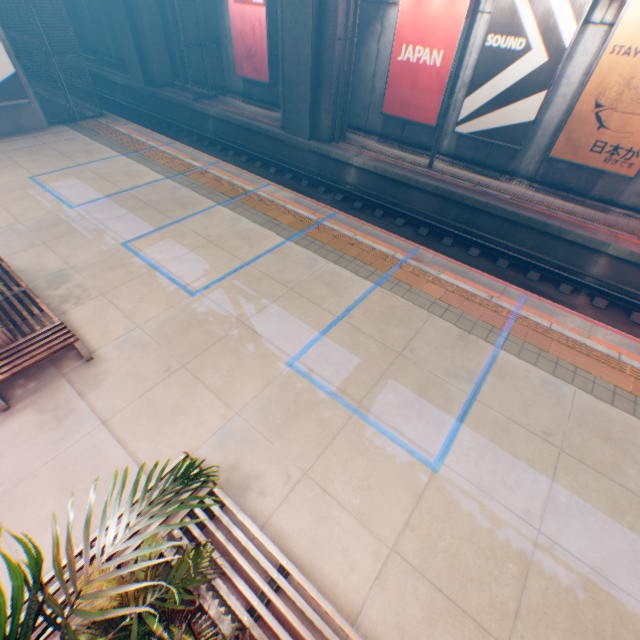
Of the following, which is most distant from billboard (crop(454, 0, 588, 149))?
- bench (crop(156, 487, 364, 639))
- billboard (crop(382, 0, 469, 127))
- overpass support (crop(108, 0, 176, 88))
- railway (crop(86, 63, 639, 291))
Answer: bench (crop(156, 487, 364, 639))

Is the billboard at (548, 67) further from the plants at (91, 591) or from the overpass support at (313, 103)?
the plants at (91, 591)

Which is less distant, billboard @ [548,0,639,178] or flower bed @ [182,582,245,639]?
flower bed @ [182,582,245,639]

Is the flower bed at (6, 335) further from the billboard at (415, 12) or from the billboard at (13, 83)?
the billboard at (415, 12)

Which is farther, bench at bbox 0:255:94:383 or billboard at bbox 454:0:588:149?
billboard at bbox 454:0:588:149

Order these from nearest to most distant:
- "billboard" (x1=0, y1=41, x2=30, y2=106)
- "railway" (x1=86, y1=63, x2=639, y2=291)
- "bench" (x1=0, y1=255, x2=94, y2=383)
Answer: "bench" (x1=0, y1=255, x2=94, y2=383) → "railway" (x1=86, y1=63, x2=639, y2=291) → "billboard" (x1=0, y1=41, x2=30, y2=106)

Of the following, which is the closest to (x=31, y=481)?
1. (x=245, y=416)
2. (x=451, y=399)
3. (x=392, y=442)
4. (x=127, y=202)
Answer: (x=245, y=416)

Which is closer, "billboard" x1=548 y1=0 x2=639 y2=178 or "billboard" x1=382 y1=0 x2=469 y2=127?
"billboard" x1=548 y1=0 x2=639 y2=178
